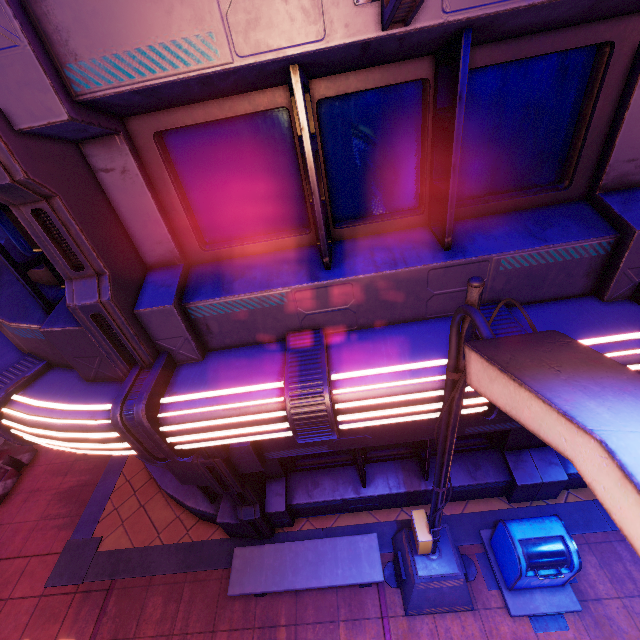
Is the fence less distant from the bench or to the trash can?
the bench

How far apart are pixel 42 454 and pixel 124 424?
8.67m

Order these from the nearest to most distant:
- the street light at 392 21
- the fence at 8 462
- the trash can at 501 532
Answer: the street light at 392 21, the trash can at 501 532, the fence at 8 462

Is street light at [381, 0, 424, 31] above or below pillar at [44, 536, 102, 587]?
above

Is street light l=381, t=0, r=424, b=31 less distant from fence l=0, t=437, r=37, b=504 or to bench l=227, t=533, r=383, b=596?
bench l=227, t=533, r=383, b=596

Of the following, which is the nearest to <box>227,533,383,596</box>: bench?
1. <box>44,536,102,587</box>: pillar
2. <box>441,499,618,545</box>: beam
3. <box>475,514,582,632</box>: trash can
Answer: <box>441,499,618,545</box>: beam

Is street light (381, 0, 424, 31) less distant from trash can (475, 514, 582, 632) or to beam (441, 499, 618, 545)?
trash can (475, 514, 582, 632)

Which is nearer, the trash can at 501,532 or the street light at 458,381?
the street light at 458,381
